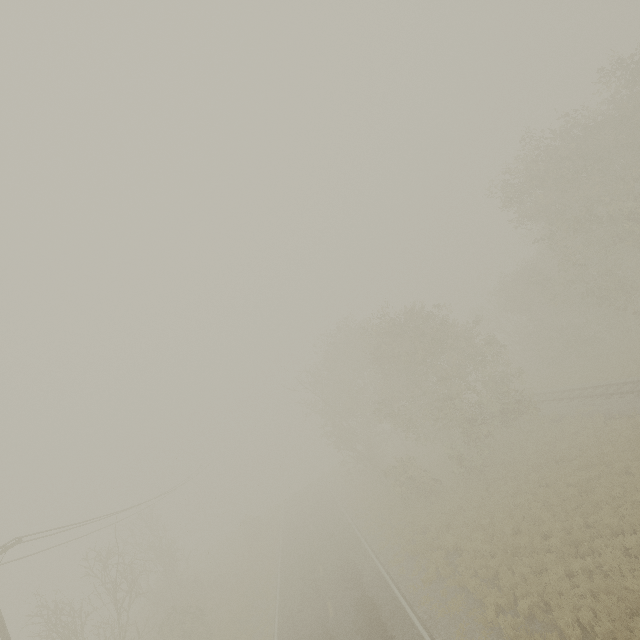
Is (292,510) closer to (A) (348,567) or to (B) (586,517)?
(A) (348,567)
